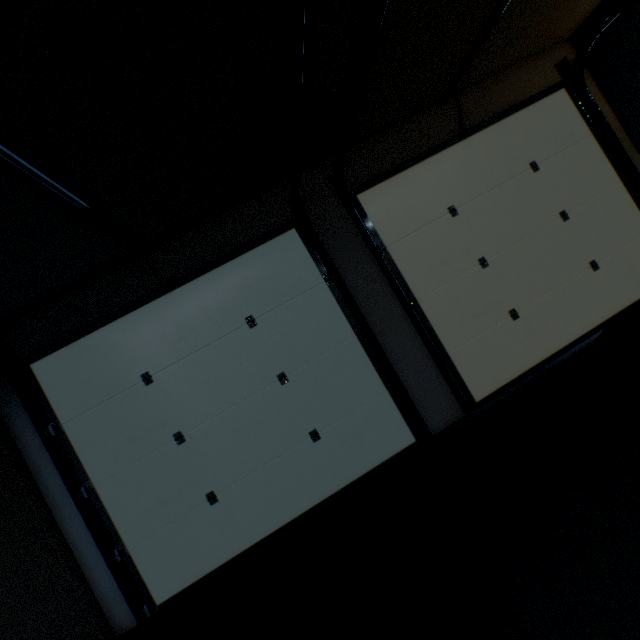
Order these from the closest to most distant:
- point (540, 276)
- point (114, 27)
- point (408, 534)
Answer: point (114, 27) < point (408, 534) < point (540, 276)
